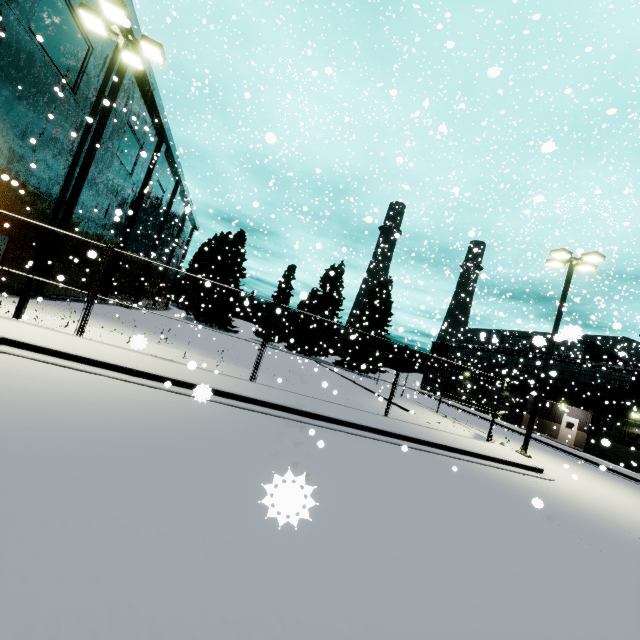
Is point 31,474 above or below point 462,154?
below

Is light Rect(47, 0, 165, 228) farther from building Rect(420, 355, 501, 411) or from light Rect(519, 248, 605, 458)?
light Rect(519, 248, 605, 458)

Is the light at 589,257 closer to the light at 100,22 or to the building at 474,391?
the building at 474,391

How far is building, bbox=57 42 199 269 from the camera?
18.4 meters

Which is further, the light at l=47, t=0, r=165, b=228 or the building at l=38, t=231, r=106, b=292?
the building at l=38, t=231, r=106, b=292

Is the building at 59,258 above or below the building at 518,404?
above
